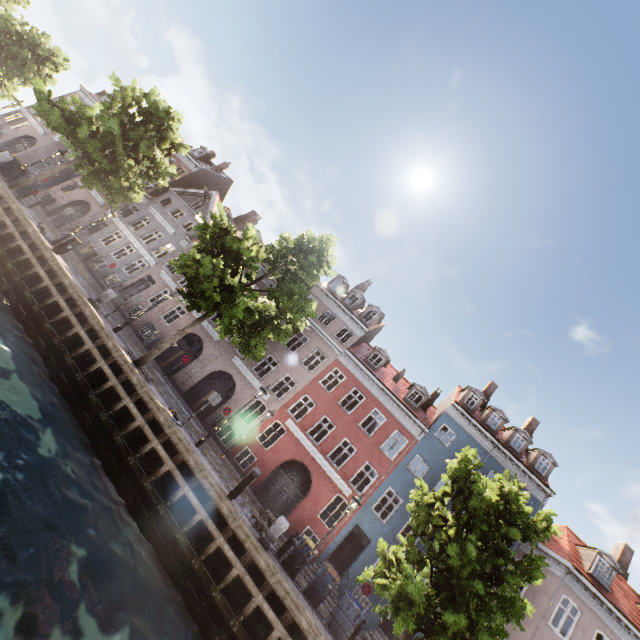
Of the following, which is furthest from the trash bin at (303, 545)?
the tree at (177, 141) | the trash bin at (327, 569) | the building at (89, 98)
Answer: the building at (89, 98)

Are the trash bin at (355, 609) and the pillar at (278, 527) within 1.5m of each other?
no

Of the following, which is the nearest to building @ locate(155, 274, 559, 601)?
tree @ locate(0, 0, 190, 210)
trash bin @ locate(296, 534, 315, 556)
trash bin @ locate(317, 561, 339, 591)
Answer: tree @ locate(0, 0, 190, 210)

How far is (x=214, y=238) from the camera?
13.4m

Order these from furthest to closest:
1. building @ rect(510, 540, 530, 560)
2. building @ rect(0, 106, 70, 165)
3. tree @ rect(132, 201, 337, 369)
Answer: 1. building @ rect(0, 106, 70, 165)
2. building @ rect(510, 540, 530, 560)
3. tree @ rect(132, 201, 337, 369)

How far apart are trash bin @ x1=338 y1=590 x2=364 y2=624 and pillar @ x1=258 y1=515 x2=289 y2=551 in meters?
3.5 m

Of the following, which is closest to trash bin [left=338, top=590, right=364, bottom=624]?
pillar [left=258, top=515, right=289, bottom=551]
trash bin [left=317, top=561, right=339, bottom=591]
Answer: trash bin [left=317, top=561, right=339, bottom=591]

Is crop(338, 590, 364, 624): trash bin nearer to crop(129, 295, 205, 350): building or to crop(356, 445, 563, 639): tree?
crop(356, 445, 563, 639): tree
